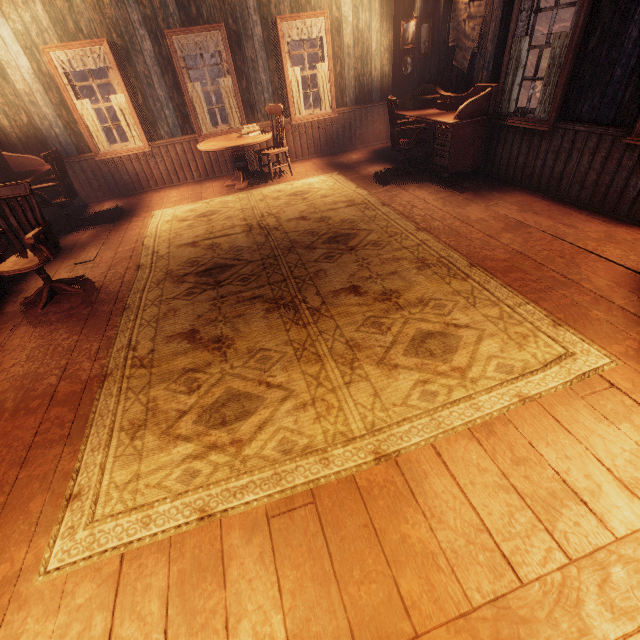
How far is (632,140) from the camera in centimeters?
323cm

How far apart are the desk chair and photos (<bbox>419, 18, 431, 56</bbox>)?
1.61m

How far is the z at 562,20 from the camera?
15.2 meters

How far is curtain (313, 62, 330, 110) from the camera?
6.6 meters

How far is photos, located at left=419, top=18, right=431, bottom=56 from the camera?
5.6m

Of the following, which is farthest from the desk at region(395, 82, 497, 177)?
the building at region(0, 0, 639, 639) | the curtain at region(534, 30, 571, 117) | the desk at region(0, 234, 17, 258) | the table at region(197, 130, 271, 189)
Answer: the desk at region(0, 234, 17, 258)

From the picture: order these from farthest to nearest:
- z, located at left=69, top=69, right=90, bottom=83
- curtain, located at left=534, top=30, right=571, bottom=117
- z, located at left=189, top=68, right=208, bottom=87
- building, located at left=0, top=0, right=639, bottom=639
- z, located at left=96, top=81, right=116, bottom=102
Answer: z, located at left=69, top=69, right=90, bottom=83 → z, located at left=96, top=81, right=116, bottom=102 → z, located at left=189, top=68, right=208, bottom=87 → curtain, located at left=534, top=30, right=571, bottom=117 → building, located at left=0, top=0, right=639, bottom=639

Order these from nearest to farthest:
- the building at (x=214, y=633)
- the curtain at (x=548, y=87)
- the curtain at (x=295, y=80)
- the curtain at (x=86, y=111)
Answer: the building at (x=214, y=633) → the curtain at (x=548, y=87) → the curtain at (x=86, y=111) → the curtain at (x=295, y=80)
